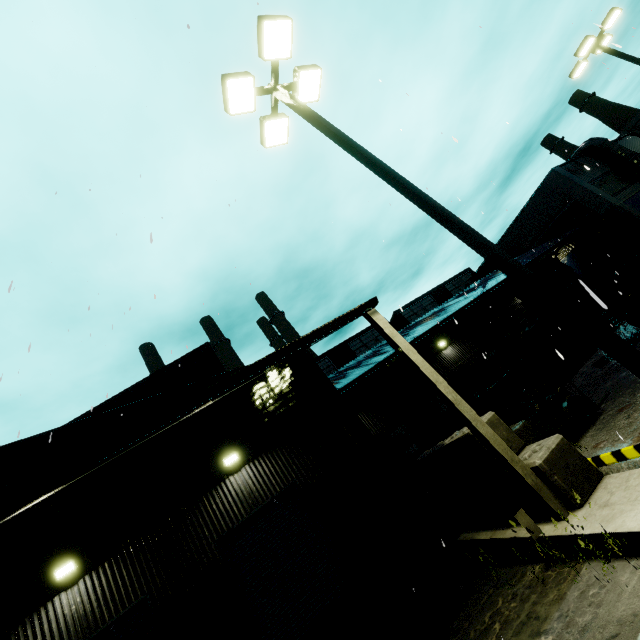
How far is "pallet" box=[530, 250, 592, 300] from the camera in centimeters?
1315cm

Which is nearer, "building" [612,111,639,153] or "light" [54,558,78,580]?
"light" [54,558,78,580]

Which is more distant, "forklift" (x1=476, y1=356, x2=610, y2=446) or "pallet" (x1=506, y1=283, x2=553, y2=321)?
"pallet" (x1=506, y1=283, x2=553, y2=321)

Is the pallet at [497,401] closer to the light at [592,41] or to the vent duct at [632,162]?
the light at [592,41]

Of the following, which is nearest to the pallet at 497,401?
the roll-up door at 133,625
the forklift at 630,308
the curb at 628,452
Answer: the forklift at 630,308

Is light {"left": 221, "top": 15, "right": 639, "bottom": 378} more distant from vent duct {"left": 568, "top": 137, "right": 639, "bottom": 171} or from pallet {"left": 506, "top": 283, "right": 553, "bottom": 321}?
vent duct {"left": 568, "top": 137, "right": 639, "bottom": 171}

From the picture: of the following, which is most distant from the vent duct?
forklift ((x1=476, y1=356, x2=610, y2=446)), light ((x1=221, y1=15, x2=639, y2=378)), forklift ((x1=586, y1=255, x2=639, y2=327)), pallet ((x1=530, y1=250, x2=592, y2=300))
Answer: light ((x1=221, y1=15, x2=639, y2=378))

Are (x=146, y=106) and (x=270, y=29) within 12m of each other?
yes
